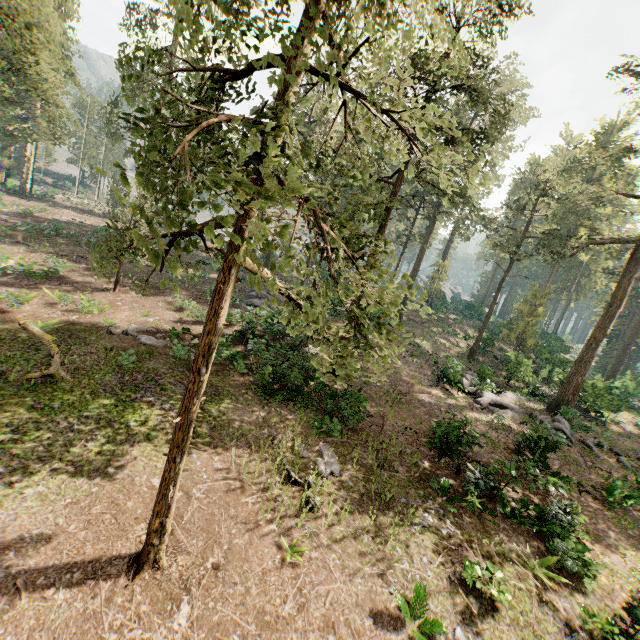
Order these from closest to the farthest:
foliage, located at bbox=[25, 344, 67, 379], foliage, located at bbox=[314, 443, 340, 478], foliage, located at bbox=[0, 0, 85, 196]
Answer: foliage, located at bbox=[0, 0, 85, 196], foliage, located at bbox=[314, 443, 340, 478], foliage, located at bbox=[25, 344, 67, 379]

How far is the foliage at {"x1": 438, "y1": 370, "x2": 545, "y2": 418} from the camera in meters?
22.8

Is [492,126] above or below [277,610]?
above

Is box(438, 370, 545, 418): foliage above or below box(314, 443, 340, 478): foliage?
above

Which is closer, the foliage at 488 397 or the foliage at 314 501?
the foliage at 314 501
